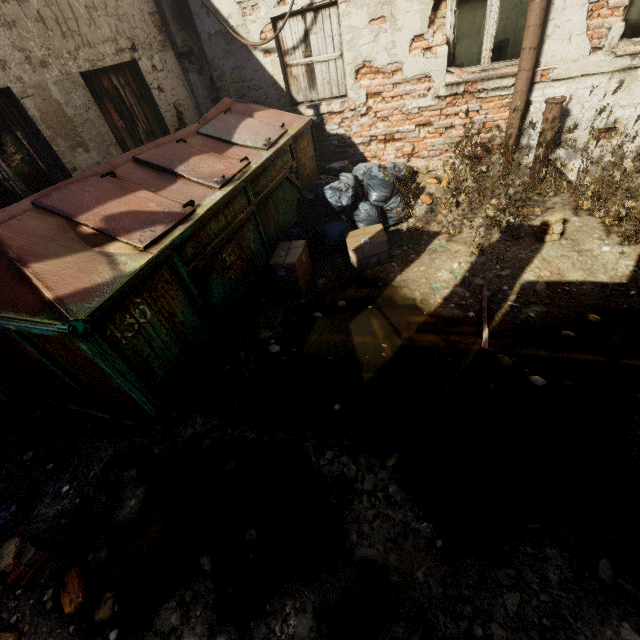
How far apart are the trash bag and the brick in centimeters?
169cm

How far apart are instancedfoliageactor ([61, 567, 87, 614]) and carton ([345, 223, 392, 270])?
3.86m

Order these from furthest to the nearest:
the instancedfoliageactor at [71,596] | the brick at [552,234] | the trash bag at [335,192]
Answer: the trash bag at [335,192]
the brick at [552,234]
the instancedfoliageactor at [71,596]

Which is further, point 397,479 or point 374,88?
point 374,88

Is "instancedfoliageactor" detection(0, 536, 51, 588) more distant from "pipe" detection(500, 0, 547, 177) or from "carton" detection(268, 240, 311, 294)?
"pipe" detection(500, 0, 547, 177)

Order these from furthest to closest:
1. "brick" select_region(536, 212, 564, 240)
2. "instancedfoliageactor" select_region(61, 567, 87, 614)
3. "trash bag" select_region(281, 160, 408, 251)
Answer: "trash bag" select_region(281, 160, 408, 251), "brick" select_region(536, 212, 564, 240), "instancedfoliageactor" select_region(61, 567, 87, 614)

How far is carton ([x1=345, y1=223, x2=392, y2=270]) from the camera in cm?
409

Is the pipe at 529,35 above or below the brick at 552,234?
above
